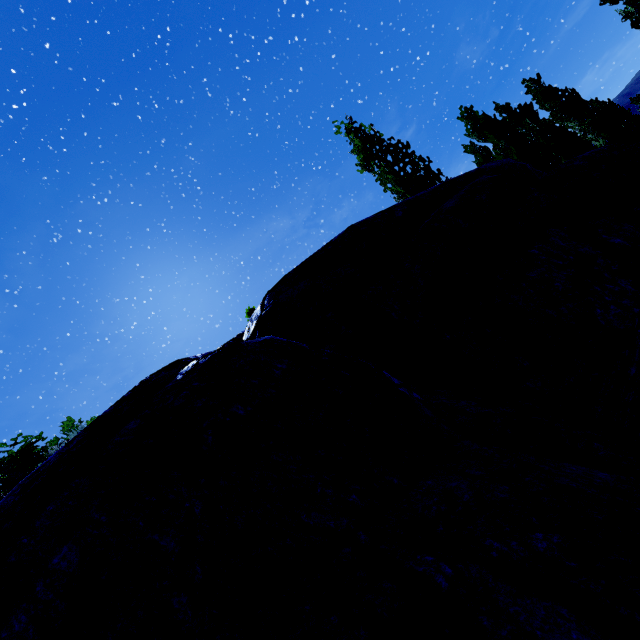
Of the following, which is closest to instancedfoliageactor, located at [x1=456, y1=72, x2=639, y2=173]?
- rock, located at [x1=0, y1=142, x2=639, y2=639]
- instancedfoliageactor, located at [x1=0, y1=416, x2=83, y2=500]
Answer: rock, located at [x1=0, y1=142, x2=639, y2=639]

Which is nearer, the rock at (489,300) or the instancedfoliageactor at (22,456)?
the rock at (489,300)

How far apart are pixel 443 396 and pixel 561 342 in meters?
1.3

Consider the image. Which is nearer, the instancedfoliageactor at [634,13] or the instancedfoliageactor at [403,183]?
the instancedfoliageactor at [634,13]

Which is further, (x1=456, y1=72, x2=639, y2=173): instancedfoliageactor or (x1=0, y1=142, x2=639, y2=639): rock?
(x1=456, y1=72, x2=639, y2=173): instancedfoliageactor

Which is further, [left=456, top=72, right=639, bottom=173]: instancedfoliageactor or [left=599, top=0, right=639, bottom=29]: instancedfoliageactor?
[left=456, top=72, right=639, bottom=173]: instancedfoliageactor
